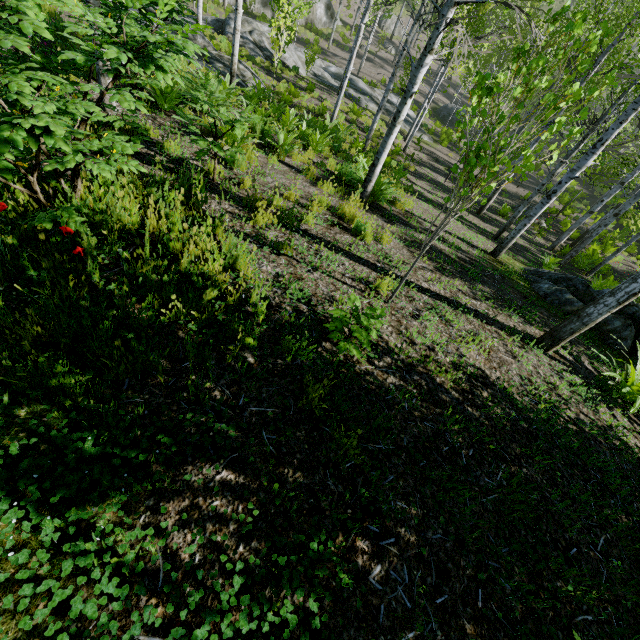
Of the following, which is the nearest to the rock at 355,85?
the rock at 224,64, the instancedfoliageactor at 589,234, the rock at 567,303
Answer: the instancedfoliageactor at 589,234

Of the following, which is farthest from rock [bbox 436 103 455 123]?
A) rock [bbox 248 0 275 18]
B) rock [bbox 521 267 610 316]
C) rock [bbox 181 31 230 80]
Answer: rock [bbox 521 267 610 316]

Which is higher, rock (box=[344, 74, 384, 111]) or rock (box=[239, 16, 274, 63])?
rock (box=[239, 16, 274, 63])

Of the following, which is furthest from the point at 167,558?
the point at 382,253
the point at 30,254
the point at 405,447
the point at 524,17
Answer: the point at 524,17

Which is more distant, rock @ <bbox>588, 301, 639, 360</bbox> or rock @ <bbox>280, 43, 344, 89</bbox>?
rock @ <bbox>280, 43, 344, 89</bbox>

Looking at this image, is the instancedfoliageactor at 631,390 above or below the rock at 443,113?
above

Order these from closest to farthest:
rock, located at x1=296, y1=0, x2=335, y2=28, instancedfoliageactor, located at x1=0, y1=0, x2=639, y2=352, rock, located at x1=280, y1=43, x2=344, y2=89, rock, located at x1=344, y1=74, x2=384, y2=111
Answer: instancedfoliageactor, located at x1=0, y1=0, x2=639, y2=352 < rock, located at x1=280, y1=43, x2=344, y2=89 < rock, located at x1=344, y1=74, x2=384, y2=111 < rock, located at x1=296, y1=0, x2=335, y2=28

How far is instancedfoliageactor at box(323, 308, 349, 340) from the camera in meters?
2.9 m
